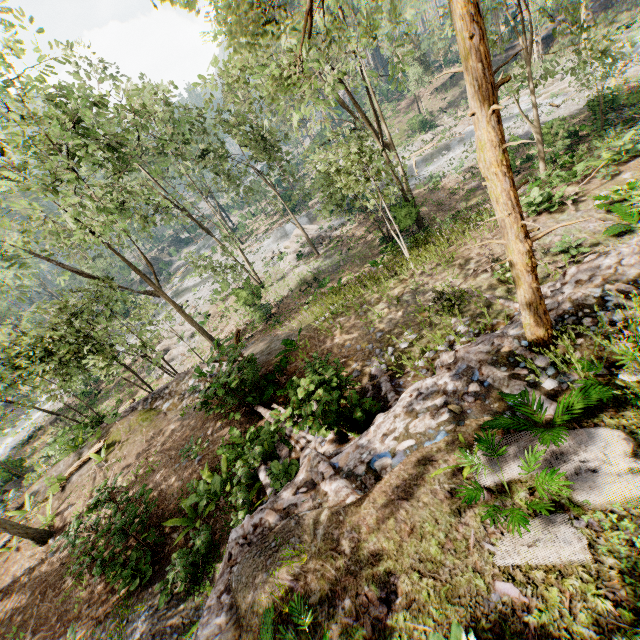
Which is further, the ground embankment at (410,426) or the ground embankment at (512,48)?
the ground embankment at (512,48)

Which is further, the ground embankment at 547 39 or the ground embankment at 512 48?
the ground embankment at 512 48

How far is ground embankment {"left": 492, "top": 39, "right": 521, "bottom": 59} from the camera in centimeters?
3975cm

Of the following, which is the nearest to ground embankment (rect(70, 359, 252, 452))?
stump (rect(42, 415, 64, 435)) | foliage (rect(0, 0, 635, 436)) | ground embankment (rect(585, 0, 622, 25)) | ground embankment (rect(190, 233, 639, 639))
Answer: foliage (rect(0, 0, 635, 436))

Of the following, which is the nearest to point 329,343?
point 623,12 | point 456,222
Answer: point 456,222

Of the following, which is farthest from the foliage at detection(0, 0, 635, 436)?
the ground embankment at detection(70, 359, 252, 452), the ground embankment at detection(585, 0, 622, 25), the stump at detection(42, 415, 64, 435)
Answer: the stump at detection(42, 415, 64, 435)

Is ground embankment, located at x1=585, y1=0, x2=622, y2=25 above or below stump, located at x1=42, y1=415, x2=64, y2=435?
above

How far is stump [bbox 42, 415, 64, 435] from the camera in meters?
31.1
